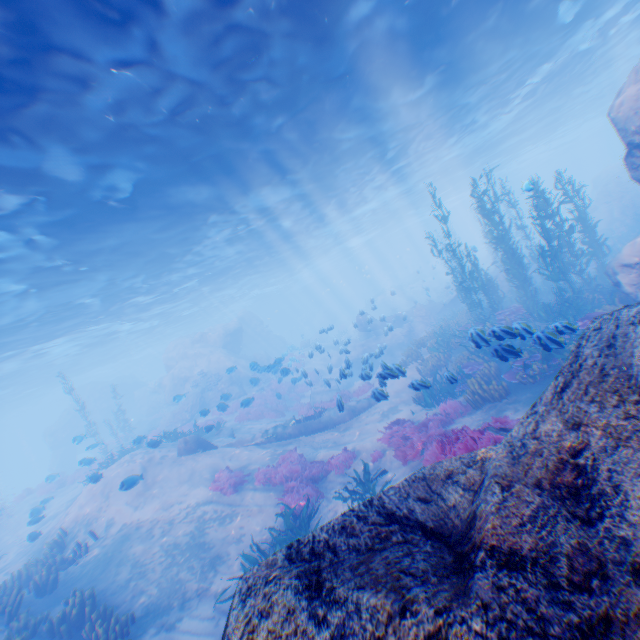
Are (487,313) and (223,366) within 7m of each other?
no

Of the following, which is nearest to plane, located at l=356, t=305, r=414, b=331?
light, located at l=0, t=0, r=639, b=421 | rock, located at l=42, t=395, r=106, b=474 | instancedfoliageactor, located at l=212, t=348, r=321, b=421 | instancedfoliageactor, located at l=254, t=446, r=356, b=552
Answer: instancedfoliageactor, located at l=212, t=348, r=321, b=421

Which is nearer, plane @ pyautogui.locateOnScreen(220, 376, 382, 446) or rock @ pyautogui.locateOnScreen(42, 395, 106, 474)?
plane @ pyautogui.locateOnScreen(220, 376, 382, 446)

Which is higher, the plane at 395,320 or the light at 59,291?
the light at 59,291

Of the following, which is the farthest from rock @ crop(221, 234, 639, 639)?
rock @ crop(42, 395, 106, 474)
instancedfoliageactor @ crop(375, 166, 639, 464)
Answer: rock @ crop(42, 395, 106, 474)

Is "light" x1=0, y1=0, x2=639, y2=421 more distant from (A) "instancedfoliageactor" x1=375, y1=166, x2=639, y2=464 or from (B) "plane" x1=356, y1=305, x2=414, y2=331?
(B) "plane" x1=356, y1=305, x2=414, y2=331

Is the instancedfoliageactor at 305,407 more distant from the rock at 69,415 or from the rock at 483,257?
the rock at 69,415

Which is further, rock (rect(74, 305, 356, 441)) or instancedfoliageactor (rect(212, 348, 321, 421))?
rock (rect(74, 305, 356, 441))
